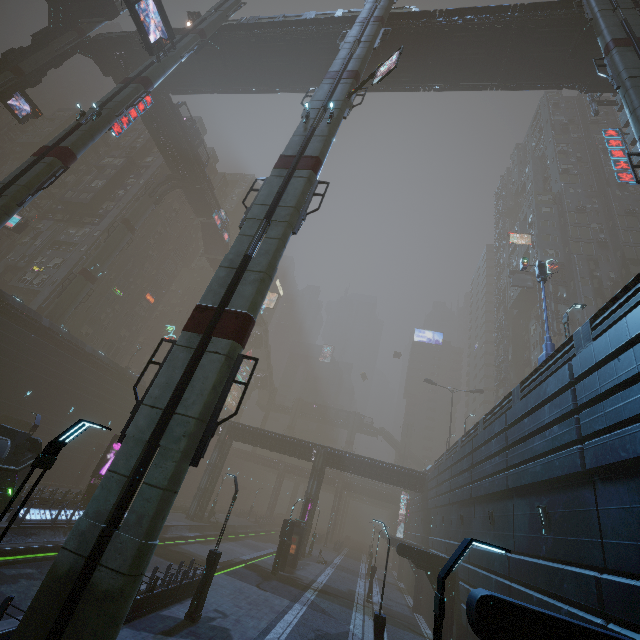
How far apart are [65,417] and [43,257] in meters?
24.2

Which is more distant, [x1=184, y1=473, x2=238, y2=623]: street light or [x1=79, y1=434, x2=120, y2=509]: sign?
[x1=79, y1=434, x2=120, y2=509]: sign

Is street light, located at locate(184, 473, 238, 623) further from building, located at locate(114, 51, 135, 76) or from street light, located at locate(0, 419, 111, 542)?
building, located at locate(114, 51, 135, 76)

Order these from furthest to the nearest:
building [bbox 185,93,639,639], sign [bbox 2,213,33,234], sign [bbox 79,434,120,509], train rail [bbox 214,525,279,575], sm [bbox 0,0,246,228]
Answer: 1. sign [bbox 2,213,33,234]
2. train rail [bbox 214,525,279,575]
3. sign [bbox 79,434,120,509]
4. sm [bbox 0,0,246,228]
5. building [bbox 185,93,639,639]

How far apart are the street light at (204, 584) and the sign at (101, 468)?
14.82m

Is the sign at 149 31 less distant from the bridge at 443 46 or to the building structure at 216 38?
the building structure at 216 38

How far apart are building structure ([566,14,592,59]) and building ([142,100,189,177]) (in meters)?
42.31

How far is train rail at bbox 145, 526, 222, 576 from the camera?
24.20m
